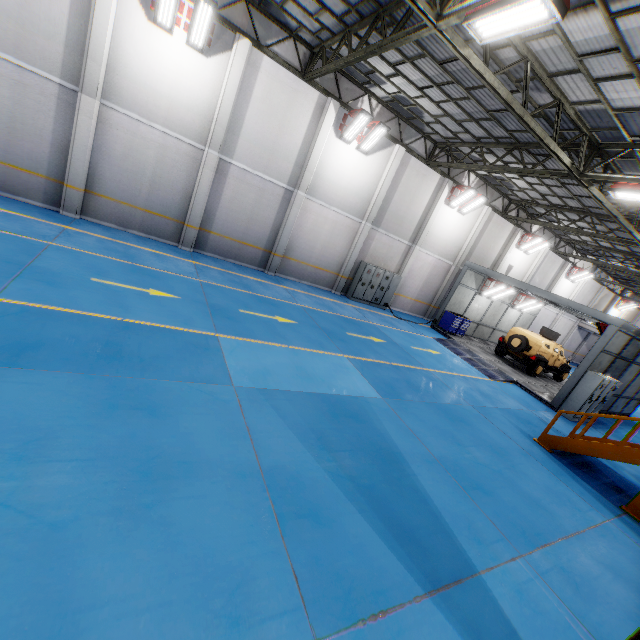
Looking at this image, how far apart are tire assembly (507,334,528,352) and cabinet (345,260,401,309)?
6.8 meters

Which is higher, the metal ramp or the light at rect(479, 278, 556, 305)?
the light at rect(479, 278, 556, 305)

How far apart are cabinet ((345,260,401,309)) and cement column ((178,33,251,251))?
8.4 meters

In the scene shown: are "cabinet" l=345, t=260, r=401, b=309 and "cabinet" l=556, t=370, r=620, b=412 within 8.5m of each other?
no

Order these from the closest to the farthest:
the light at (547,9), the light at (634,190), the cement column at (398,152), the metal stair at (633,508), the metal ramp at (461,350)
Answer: the light at (547,9) → the metal stair at (633,508) → the light at (634,190) → the metal ramp at (461,350) → the cement column at (398,152)

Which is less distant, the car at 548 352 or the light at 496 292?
the light at 496 292

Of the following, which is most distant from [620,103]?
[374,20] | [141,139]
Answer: [141,139]

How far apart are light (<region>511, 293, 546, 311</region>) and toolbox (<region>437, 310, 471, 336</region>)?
4.7 meters
